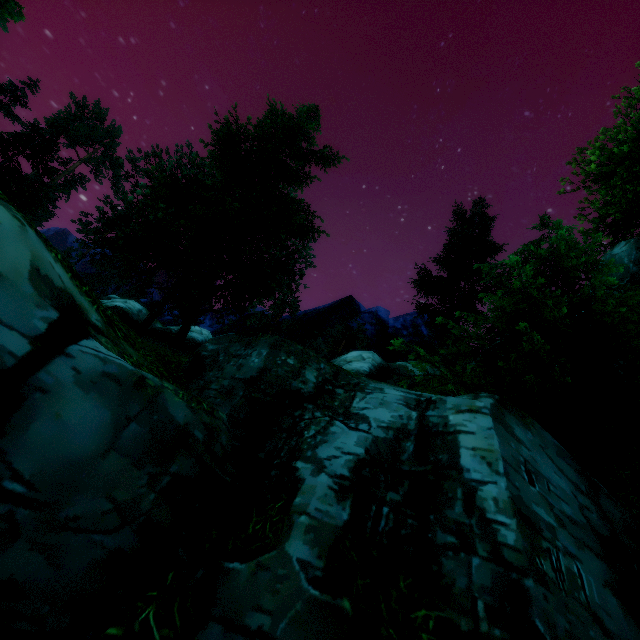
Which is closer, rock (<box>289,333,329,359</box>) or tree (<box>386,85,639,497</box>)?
tree (<box>386,85,639,497</box>)

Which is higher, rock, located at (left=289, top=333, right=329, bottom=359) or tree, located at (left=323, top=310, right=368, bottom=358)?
tree, located at (left=323, top=310, right=368, bottom=358)

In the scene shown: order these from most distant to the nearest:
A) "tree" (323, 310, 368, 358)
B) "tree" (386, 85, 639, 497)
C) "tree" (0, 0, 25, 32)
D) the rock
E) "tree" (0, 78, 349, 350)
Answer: "tree" (323, 310, 368, 358) → the rock → "tree" (0, 78, 349, 350) → "tree" (0, 0, 25, 32) → "tree" (386, 85, 639, 497)

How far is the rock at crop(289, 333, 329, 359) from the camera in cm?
2608

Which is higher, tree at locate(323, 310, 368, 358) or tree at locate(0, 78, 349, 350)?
tree at locate(323, 310, 368, 358)

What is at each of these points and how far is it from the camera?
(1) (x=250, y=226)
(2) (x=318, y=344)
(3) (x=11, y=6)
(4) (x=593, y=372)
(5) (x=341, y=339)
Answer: (1) tree, 11.1 meters
(2) rock, 26.5 meters
(3) tree, 34.6 meters
(4) tree, 8.2 meters
(5) tree, 43.8 meters

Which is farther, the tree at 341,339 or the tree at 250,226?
the tree at 341,339

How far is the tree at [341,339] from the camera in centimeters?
4272cm
